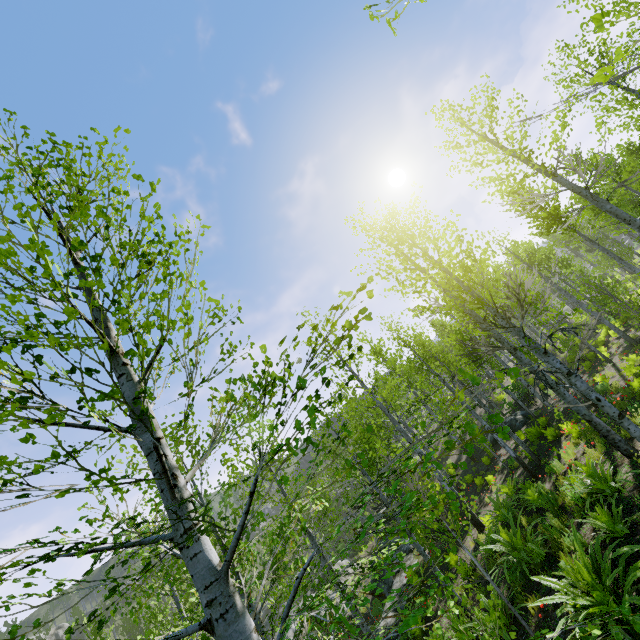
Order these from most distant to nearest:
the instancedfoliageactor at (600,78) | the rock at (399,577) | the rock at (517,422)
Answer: the rock at (517,422) < the rock at (399,577) < the instancedfoliageactor at (600,78)

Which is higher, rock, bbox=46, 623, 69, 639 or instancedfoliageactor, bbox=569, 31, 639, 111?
rock, bbox=46, 623, 69, 639

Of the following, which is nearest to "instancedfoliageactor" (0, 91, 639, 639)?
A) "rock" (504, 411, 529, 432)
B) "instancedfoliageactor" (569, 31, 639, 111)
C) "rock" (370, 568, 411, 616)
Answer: "rock" (370, 568, 411, 616)

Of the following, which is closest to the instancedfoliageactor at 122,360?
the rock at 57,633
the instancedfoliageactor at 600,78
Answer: the instancedfoliageactor at 600,78

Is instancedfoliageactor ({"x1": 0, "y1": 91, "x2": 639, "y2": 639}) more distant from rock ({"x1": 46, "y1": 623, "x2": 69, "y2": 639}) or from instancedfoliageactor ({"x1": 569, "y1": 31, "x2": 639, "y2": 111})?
rock ({"x1": 46, "y1": 623, "x2": 69, "y2": 639})

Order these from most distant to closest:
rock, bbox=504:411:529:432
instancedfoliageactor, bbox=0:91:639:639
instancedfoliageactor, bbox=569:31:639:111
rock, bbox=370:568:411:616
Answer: rock, bbox=504:411:529:432, rock, bbox=370:568:411:616, instancedfoliageactor, bbox=0:91:639:639, instancedfoliageactor, bbox=569:31:639:111

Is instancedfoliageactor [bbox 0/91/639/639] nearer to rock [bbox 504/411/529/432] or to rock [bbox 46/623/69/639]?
rock [bbox 504/411/529/432]

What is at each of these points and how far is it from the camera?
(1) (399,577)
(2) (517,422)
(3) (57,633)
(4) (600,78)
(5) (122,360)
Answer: (1) rock, 15.58m
(2) rock, 20.09m
(3) rock, 54.28m
(4) instancedfoliageactor, 1.14m
(5) instancedfoliageactor, 2.72m
